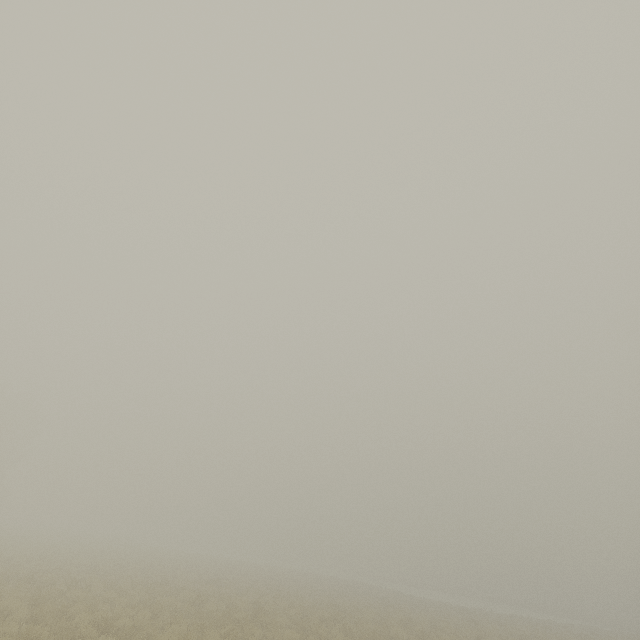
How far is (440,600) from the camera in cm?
4775
